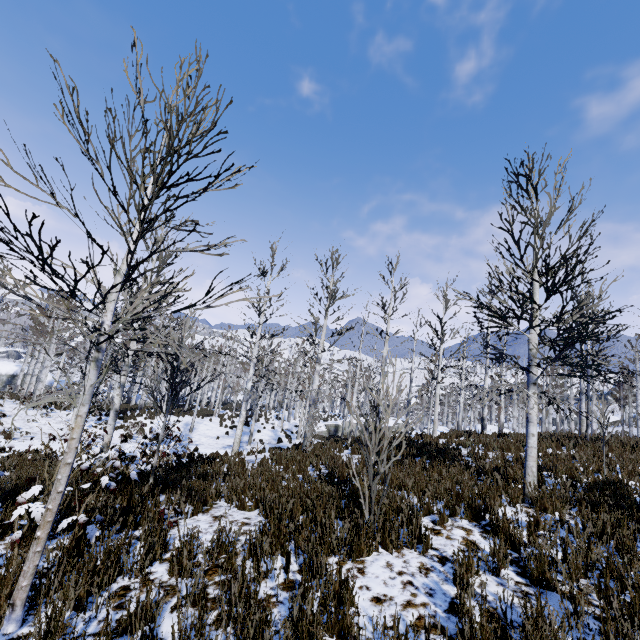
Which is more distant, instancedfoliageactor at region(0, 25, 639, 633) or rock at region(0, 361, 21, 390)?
rock at region(0, 361, 21, 390)

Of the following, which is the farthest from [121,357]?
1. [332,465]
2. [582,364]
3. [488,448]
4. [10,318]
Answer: [10,318]

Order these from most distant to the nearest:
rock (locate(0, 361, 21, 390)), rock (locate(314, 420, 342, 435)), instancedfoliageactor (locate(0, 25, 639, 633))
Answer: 1. rock (locate(314, 420, 342, 435))
2. rock (locate(0, 361, 21, 390))
3. instancedfoliageactor (locate(0, 25, 639, 633))

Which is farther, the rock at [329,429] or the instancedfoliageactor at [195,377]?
the rock at [329,429]

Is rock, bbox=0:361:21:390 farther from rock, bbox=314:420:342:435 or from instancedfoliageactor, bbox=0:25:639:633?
rock, bbox=314:420:342:435

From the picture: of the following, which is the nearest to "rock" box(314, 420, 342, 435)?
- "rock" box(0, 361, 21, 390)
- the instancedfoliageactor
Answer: the instancedfoliageactor

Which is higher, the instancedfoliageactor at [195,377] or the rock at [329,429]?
the instancedfoliageactor at [195,377]
